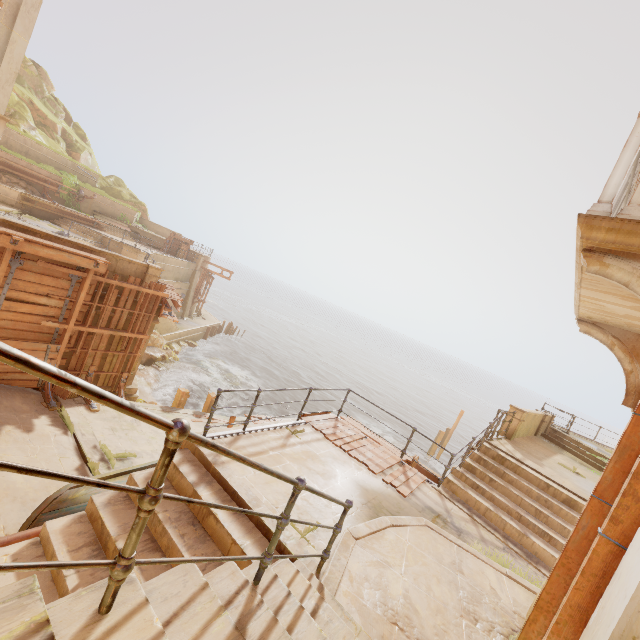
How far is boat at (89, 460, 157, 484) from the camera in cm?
705

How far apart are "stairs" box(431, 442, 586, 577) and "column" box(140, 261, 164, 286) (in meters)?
11.83

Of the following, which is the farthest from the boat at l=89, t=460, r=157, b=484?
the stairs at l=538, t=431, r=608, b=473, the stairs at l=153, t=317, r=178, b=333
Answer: the stairs at l=153, t=317, r=178, b=333

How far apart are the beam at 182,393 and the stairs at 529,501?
11.32m

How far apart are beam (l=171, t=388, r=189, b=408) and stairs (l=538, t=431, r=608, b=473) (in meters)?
17.39

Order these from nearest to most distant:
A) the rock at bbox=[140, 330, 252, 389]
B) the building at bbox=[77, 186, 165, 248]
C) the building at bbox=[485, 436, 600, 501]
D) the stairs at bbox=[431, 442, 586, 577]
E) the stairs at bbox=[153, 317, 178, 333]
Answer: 1. the stairs at bbox=[431, 442, 586, 577]
2. the building at bbox=[485, 436, 600, 501]
3. the rock at bbox=[140, 330, 252, 389]
4. the stairs at bbox=[153, 317, 178, 333]
5. the building at bbox=[77, 186, 165, 248]

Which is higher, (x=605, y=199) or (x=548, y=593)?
(x=605, y=199)

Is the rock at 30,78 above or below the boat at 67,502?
above
